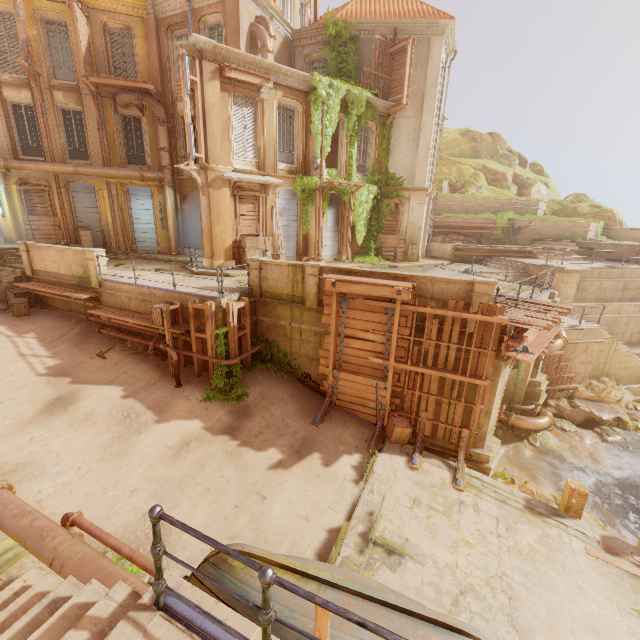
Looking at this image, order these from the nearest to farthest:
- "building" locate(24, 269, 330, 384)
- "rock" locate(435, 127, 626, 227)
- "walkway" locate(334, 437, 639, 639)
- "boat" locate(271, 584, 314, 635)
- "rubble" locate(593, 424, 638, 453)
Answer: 1. "boat" locate(271, 584, 314, 635)
2. "walkway" locate(334, 437, 639, 639)
3. "building" locate(24, 269, 330, 384)
4. "rubble" locate(593, 424, 638, 453)
5. "rock" locate(435, 127, 626, 227)

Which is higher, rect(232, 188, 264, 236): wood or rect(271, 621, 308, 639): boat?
rect(232, 188, 264, 236): wood

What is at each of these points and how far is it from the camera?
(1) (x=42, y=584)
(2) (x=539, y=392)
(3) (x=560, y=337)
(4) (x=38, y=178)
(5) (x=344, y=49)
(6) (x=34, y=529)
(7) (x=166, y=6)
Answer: (1) stairs, 3.71m
(2) building, 14.38m
(3) pipe, 12.66m
(4) column, 17.75m
(5) plant, 17.98m
(6) pipe, 5.52m
(7) trim, 16.38m

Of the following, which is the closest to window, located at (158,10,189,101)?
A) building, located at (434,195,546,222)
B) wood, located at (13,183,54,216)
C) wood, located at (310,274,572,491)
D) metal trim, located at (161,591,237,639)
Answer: wood, located at (13,183,54,216)

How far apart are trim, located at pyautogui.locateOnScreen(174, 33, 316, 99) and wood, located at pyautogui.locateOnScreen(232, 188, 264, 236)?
3.9m

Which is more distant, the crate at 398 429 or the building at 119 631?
the crate at 398 429

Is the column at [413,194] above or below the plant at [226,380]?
above

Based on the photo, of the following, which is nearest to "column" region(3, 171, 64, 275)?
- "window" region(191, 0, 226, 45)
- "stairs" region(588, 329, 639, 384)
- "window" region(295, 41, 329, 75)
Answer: "window" region(191, 0, 226, 45)
